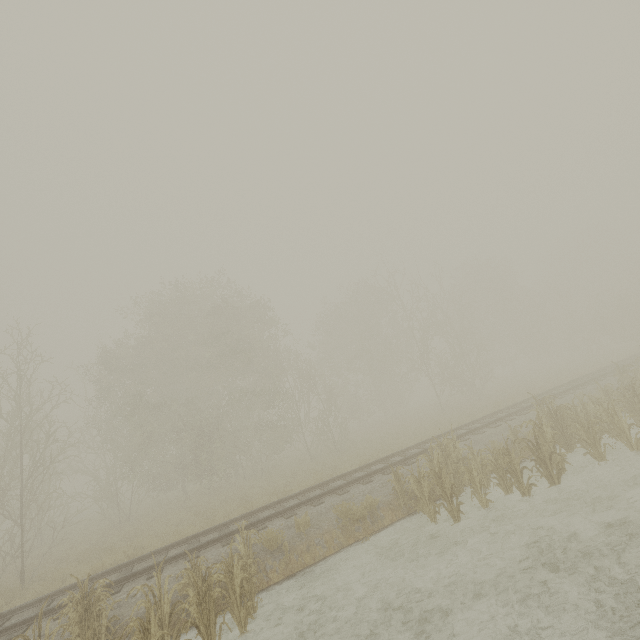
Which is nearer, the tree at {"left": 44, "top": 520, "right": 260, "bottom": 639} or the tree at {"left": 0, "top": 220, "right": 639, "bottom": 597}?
the tree at {"left": 44, "top": 520, "right": 260, "bottom": 639}

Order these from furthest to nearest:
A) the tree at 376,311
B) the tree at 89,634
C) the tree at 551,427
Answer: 1. the tree at 376,311
2. the tree at 551,427
3. the tree at 89,634

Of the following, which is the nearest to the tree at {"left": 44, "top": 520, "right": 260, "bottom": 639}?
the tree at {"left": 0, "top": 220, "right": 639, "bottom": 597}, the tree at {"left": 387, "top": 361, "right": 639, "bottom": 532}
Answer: the tree at {"left": 387, "top": 361, "right": 639, "bottom": 532}

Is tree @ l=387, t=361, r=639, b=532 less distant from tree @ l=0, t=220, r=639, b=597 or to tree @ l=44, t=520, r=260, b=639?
tree @ l=44, t=520, r=260, b=639

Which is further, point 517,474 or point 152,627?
point 517,474

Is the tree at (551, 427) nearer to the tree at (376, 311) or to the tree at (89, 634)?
the tree at (89, 634)
